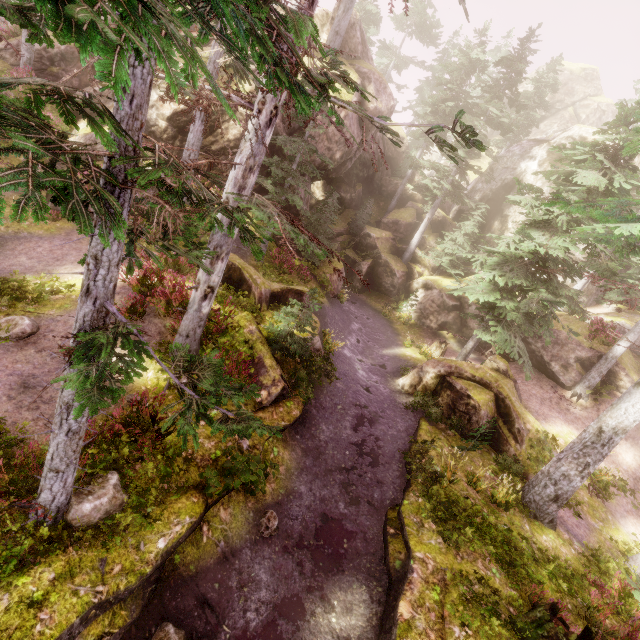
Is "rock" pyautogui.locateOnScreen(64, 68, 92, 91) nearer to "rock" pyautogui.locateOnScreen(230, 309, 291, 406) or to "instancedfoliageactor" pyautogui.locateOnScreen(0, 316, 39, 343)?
"instancedfoliageactor" pyautogui.locateOnScreen(0, 316, 39, 343)

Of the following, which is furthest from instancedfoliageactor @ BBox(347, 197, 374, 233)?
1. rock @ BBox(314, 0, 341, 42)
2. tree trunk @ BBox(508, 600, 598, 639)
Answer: tree trunk @ BBox(508, 600, 598, 639)

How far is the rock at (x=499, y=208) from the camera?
25.4 meters

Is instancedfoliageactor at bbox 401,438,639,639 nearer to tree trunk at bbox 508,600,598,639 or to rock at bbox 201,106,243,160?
rock at bbox 201,106,243,160

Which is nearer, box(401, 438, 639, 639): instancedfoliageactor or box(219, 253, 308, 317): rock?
box(401, 438, 639, 639): instancedfoliageactor

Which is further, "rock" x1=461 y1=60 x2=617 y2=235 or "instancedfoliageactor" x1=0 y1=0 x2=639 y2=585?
"rock" x1=461 y1=60 x2=617 y2=235

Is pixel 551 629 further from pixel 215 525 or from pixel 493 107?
pixel 493 107

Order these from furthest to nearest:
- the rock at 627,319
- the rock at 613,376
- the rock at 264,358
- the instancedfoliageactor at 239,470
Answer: the rock at 627,319 < the rock at 613,376 < the rock at 264,358 < the instancedfoliageactor at 239,470
